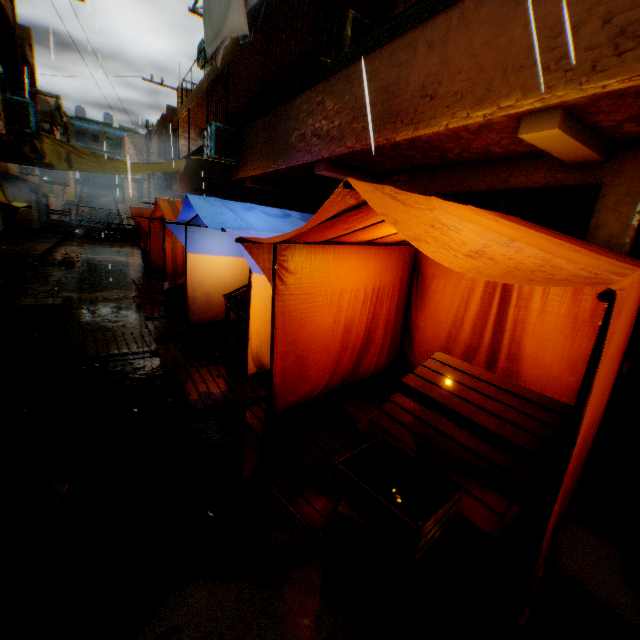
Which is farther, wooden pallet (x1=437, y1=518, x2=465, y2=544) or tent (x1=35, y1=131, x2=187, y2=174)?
tent (x1=35, y1=131, x2=187, y2=174)

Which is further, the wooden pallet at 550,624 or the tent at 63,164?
the tent at 63,164

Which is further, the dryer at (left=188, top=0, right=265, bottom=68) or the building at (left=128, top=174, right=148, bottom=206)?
the building at (left=128, top=174, right=148, bottom=206)

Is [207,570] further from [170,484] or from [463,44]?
[463,44]

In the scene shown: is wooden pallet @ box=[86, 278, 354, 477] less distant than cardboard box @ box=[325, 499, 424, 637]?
No

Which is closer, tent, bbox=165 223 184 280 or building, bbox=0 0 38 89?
tent, bbox=165 223 184 280

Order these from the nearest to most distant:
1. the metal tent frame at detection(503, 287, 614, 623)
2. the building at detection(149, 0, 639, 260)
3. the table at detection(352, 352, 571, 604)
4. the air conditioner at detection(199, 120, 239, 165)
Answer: the metal tent frame at detection(503, 287, 614, 623)
the table at detection(352, 352, 571, 604)
the building at detection(149, 0, 639, 260)
the air conditioner at detection(199, 120, 239, 165)

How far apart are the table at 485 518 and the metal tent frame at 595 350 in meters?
0.0
